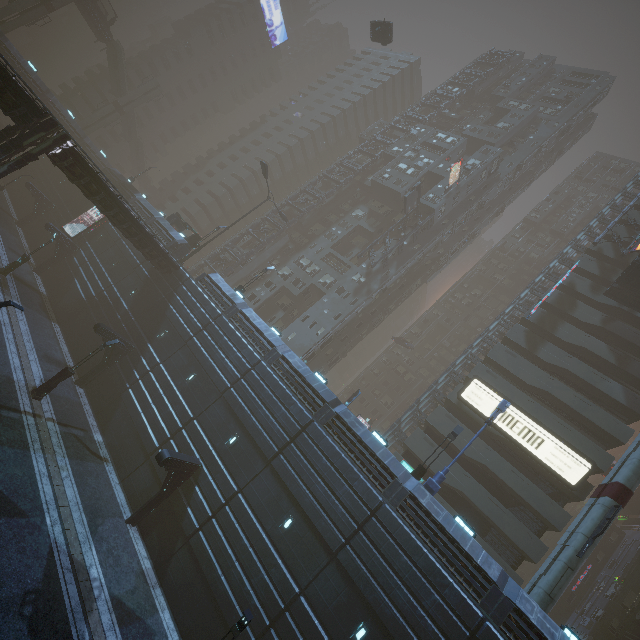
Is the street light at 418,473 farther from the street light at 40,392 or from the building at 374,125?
the street light at 40,392

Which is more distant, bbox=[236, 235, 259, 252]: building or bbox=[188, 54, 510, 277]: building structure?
bbox=[236, 235, 259, 252]: building

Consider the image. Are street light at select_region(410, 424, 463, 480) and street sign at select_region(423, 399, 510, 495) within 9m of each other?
yes

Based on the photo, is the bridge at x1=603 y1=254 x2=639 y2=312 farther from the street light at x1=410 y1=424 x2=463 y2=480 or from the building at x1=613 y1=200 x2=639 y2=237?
the street light at x1=410 y1=424 x2=463 y2=480

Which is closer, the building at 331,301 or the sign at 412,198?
the building at 331,301

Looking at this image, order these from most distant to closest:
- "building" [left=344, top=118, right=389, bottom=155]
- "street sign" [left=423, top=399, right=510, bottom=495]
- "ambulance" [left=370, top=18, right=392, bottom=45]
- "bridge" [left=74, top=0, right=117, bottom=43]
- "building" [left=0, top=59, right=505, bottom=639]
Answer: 1. "building" [left=344, top=118, right=389, bottom=155]
2. "bridge" [left=74, top=0, right=117, bottom=43]
3. "ambulance" [left=370, top=18, right=392, bottom=45]
4. "street sign" [left=423, top=399, right=510, bottom=495]
5. "building" [left=0, top=59, right=505, bottom=639]

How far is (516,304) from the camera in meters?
41.0 m

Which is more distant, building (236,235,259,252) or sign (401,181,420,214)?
building (236,235,259,252)
